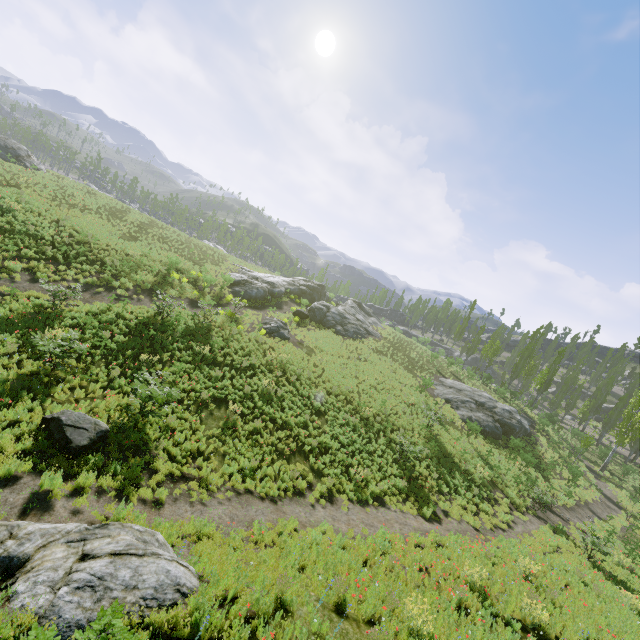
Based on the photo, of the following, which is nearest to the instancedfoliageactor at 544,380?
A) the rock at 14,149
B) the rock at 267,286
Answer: the rock at 267,286

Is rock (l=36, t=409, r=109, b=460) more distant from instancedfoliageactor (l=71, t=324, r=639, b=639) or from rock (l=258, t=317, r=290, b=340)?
rock (l=258, t=317, r=290, b=340)

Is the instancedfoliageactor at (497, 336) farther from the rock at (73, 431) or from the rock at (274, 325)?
the rock at (274, 325)

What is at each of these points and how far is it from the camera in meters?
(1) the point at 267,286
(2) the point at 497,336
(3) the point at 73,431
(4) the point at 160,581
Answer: (1) rock, 34.9 m
(2) instancedfoliageactor, 57.4 m
(3) rock, 9.4 m
(4) rock, 6.0 m

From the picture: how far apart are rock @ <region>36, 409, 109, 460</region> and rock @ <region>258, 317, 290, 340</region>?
15.4m

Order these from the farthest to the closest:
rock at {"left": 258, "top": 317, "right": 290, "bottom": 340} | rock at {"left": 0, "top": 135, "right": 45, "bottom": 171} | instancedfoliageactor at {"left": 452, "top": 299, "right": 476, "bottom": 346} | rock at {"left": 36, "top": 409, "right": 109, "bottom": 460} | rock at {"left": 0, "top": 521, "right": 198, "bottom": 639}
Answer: instancedfoliageactor at {"left": 452, "top": 299, "right": 476, "bottom": 346}, rock at {"left": 0, "top": 135, "right": 45, "bottom": 171}, rock at {"left": 258, "top": 317, "right": 290, "bottom": 340}, rock at {"left": 36, "top": 409, "right": 109, "bottom": 460}, rock at {"left": 0, "top": 521, "right": 198, "bottom": 639}

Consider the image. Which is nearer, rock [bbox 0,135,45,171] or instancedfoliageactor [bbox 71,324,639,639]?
instancedfoliageactor [bbox 71,324,639,639]

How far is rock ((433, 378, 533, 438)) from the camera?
29.1m
